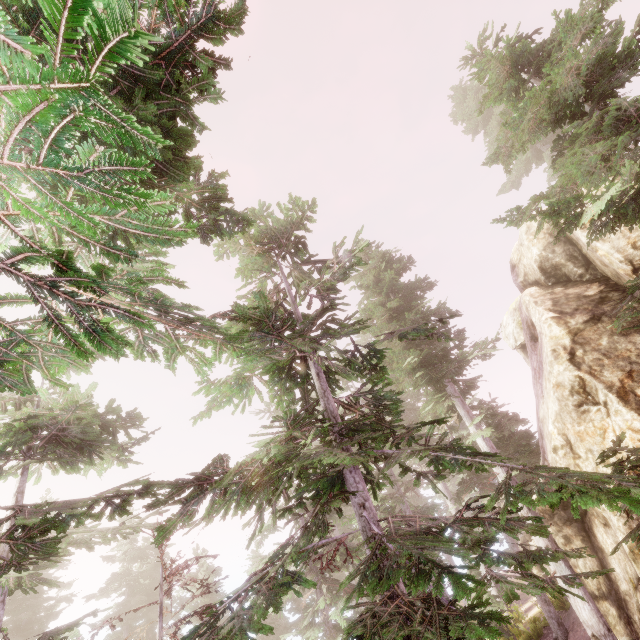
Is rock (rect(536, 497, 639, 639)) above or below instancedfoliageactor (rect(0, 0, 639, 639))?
below

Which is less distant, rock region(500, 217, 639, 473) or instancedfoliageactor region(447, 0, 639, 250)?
instancedfoliageactor region(447, 0, 639, 250)

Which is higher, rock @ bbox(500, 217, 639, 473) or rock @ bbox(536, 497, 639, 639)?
rock @ bbox(500, 217, 639, 473)

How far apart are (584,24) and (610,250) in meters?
6.4

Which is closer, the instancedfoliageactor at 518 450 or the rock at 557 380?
the instancedfoliageactor at 518 450

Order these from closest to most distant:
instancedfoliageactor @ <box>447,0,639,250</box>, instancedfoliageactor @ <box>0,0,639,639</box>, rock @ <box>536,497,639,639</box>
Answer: instancedfoliageactor @ <box>0,0,639,639</box>, instancedfoliageactor @ <box>447,0,639,250</box>, rock @ <box>536,497,639,639</box>

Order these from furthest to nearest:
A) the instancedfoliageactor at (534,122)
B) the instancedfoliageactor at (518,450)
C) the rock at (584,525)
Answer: the rock at (584,525), the instancedfoliageactor at (534,122), the instancedfoliageactor at (518,450)
